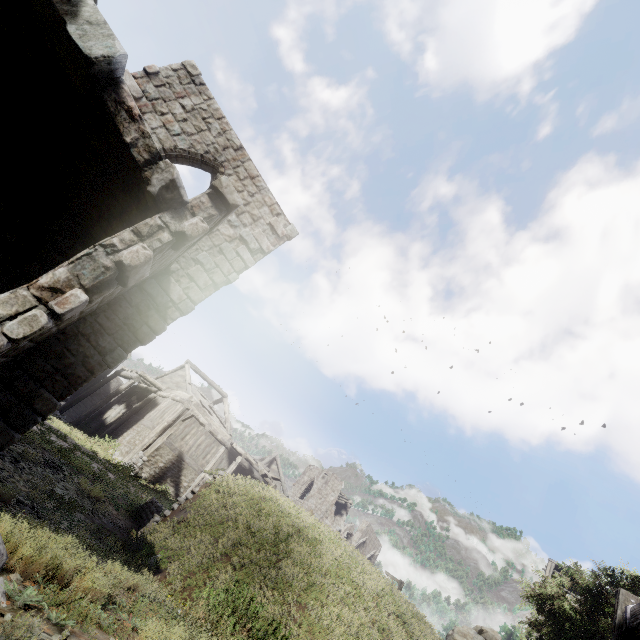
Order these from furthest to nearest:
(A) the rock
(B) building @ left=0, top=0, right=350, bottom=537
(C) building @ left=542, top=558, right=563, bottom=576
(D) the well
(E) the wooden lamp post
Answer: (C) building @ left=542, top=558, right=563, bottom=576, (A) the rock, (E) the wooden lamp post, (B) building @ left=0, top=0, right=350, bottom=537, (D) the well

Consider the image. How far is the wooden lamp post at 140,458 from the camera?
17.2m

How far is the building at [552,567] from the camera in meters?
27.3 m

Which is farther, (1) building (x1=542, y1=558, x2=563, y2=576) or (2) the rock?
(1) building (x1=542, y1=558, x2=563, y2=576)

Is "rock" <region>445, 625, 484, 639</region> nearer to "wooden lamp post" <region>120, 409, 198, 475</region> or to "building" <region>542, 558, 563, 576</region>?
"building" <region>542, 558, 563, 576</region>

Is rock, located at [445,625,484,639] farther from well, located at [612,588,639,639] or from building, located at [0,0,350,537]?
well, located at [612,588,639,639]

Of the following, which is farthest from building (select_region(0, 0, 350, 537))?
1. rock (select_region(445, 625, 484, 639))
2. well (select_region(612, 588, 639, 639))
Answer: well (select_region(612, 588, 639, 639))

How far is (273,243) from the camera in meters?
11.0 m
